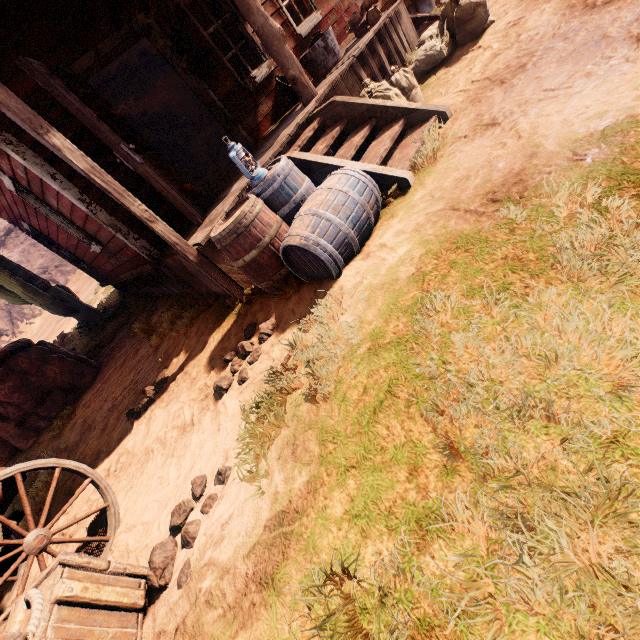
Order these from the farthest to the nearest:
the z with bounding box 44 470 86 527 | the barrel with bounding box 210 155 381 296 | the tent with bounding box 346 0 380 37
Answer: the tent with bounding box 346 0 380 37
the z with bounding box 44 470 86 527
the barrel with bounding box 210 155 381 296

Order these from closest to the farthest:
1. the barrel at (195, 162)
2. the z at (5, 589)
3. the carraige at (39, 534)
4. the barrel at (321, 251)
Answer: the carraige at (39, 534)
the barrel at (321, 251)
the z at (5, 589)
the barrel at (195, 162)

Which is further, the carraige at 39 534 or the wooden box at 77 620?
the carraige at 39 534

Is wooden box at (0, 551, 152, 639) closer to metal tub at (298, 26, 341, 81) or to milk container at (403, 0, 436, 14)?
metal tub at (298, 26, 341, 81)

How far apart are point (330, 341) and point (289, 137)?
3.4m

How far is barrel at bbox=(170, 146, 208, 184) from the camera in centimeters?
1123cm

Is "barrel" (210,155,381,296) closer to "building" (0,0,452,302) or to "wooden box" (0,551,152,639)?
"building" (0,0,452,302)

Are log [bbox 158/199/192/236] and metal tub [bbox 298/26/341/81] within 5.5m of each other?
yes
